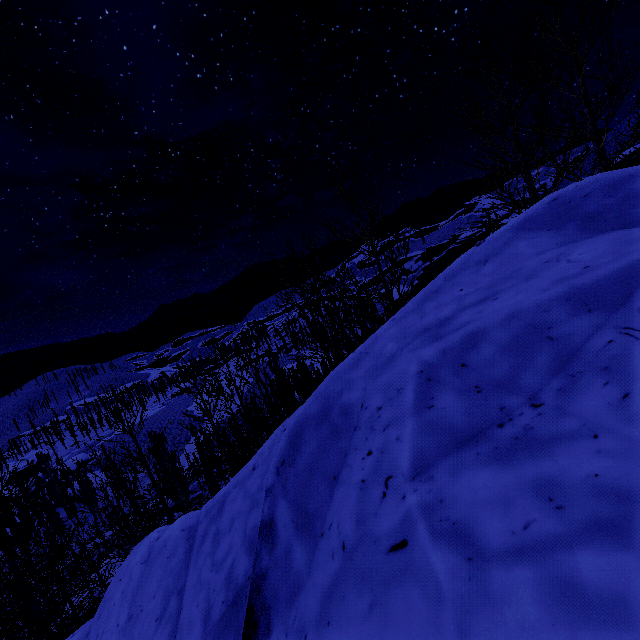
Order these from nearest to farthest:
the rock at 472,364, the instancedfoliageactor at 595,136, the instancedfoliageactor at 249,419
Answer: the rock at 472,364, the instancedfoliageactor at 595,136, the instancedfoliageactor at 249,419

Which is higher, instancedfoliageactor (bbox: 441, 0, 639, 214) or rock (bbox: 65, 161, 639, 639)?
instancedfoliageactor (bbox: 441, 0, 639, 214)

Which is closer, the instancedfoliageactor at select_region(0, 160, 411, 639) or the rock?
the rock

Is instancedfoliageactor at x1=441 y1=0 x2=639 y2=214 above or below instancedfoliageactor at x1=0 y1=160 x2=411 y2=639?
above

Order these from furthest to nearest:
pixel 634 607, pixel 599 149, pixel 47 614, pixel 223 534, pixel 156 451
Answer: pixel 47 614 → pixel 156 451 → pixel 599 149 → pixel 223 534 → pixel 634 607

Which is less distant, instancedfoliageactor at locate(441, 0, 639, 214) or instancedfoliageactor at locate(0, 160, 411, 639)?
instancedfoliageactor at locate(441, 0, 639, 214)

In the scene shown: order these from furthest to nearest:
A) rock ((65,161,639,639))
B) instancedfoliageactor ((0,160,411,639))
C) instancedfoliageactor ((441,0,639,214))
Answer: instancedfoliageactor ((0,160,411,639)) → instancedfoliageactor ((441,0,639,214)) → rock ((65,161,639,639))

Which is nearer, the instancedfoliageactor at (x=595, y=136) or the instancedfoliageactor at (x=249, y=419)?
the instancedfoliageactor at (x=595, y=136)
